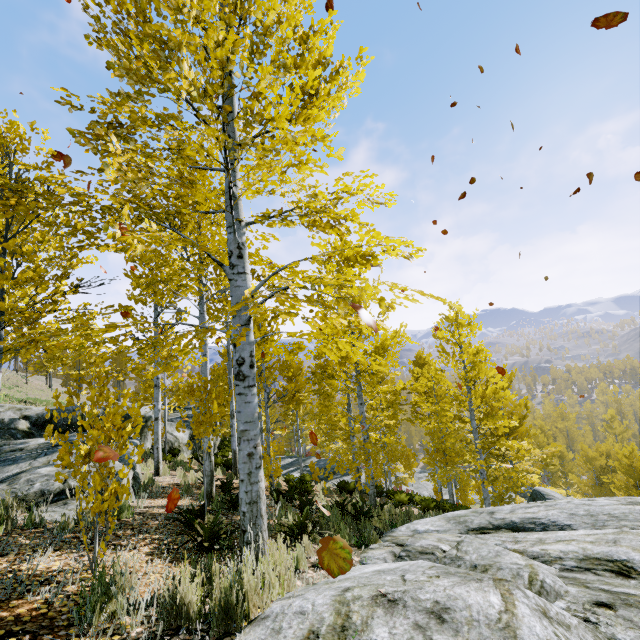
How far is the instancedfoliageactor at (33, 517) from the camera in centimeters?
465cm

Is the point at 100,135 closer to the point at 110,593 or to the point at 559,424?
the point at 110,593

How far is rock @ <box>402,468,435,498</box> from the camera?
36.76m

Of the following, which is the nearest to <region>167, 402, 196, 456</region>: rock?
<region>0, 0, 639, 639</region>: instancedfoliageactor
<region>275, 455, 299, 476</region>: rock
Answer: <region>0, 0, 639, 639</region>: instancedfoliageactor

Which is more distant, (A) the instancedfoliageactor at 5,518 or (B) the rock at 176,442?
(B) the rock at 176,442

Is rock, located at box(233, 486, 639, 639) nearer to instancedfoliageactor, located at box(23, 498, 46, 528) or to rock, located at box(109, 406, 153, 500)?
instancedfoliageactor, located at box(23, 498, 46, 528)

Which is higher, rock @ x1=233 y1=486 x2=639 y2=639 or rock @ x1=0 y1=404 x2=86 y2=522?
rock @ x1=0 y1=404 x2=86 y2=522

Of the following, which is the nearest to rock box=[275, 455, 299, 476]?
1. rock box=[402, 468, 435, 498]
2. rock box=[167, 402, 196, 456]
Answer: rock box=[167, 402, 196, 456]
